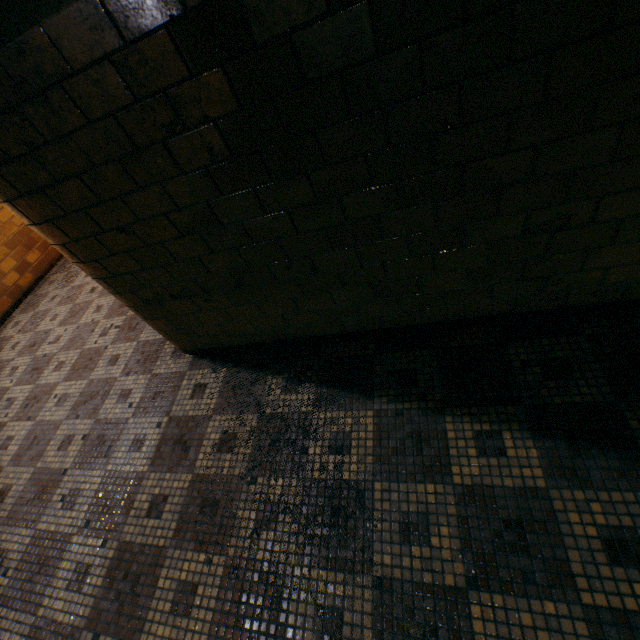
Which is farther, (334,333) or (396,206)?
(334,333)
